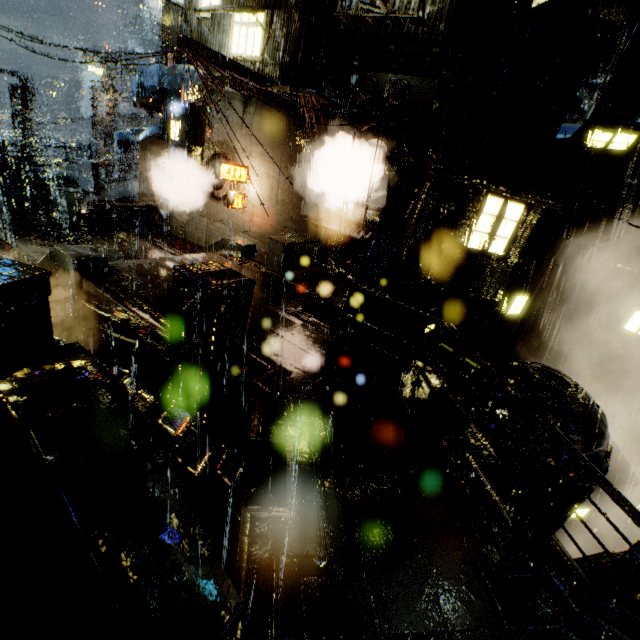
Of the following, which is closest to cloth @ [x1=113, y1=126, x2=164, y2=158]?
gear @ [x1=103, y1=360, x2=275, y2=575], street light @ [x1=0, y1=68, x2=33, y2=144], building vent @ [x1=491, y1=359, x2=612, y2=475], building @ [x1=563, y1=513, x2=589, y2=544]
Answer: street light @ [x1=0, y1=68, x2=33, y2=144]

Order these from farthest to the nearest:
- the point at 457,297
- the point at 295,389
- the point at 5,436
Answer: the point at 457,297 < the point at 295,389 < the point at 5,436

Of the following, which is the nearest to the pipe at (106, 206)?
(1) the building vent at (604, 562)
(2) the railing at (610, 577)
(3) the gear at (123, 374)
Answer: (3) the gear at (123, 374)

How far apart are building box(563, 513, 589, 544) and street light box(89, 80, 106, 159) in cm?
4594

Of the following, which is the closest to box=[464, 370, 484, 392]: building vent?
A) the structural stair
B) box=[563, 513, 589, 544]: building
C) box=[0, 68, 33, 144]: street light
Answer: box=[563, 513, 589, 544]: building

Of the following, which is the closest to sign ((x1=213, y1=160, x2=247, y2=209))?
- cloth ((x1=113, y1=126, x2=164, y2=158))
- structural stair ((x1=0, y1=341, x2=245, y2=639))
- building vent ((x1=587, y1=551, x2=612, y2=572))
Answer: cloth ((x1=113, y1=126, x2=164, y2=158))

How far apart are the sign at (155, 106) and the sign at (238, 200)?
A: 6.8 meters

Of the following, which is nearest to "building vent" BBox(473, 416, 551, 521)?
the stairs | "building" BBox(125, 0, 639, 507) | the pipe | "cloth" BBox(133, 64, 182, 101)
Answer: A: "building" BBox(125, 0, 639, 507)
